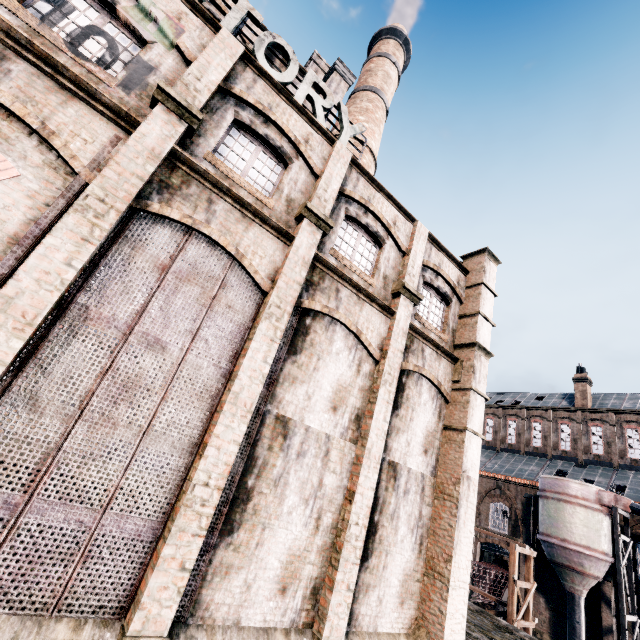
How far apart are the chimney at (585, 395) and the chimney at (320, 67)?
43.5m

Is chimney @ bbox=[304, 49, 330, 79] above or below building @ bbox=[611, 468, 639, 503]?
above

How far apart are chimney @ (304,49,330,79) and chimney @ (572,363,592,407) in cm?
4347

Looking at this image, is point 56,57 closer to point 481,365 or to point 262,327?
point 262,327

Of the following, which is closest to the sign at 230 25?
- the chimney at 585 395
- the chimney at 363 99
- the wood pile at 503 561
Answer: the chimney at 363 99

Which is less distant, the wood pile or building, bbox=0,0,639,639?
building, bbox=0,0,639,639

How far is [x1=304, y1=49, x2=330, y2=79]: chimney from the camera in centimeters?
2202cm

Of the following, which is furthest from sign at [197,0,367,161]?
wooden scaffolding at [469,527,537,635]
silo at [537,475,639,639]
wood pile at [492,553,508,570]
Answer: wood pile at [492,553,508,570]
